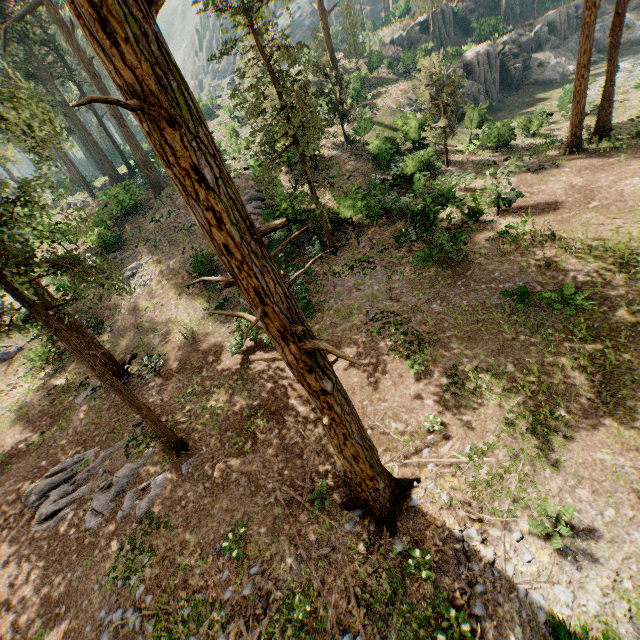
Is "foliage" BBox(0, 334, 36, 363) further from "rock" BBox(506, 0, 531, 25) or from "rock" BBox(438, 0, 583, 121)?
"rock" BBox(438, 0, 583, 121)

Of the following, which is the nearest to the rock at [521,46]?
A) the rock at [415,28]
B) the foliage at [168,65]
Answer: the foliage at [168,65]

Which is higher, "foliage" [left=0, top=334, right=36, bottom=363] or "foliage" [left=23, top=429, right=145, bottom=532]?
"foliage" [left=0, top=334, right=36, bottom=363]

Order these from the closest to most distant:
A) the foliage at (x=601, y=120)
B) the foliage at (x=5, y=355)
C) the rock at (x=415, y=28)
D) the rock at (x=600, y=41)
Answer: the foliage at (x=5, y=355)
the foliage at (x=601, y=120)
the rock at (x=415, y=28)
the rock at (x=600, y=41)

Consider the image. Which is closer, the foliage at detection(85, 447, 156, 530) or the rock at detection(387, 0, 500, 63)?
the foliage at detection(85, 447, 156, 530)

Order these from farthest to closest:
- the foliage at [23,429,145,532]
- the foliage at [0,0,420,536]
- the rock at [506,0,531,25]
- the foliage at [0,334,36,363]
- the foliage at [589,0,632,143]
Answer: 1. the rock at [506,0,531,25]
2. the foliage at [589,0,632,143]
3. the foliage at [23,429,145,532]
4. the foliage at [0,334,36,363]
5. the foliage at [0,0,420,536]

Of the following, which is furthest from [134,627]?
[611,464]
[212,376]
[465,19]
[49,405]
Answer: [465,19]
